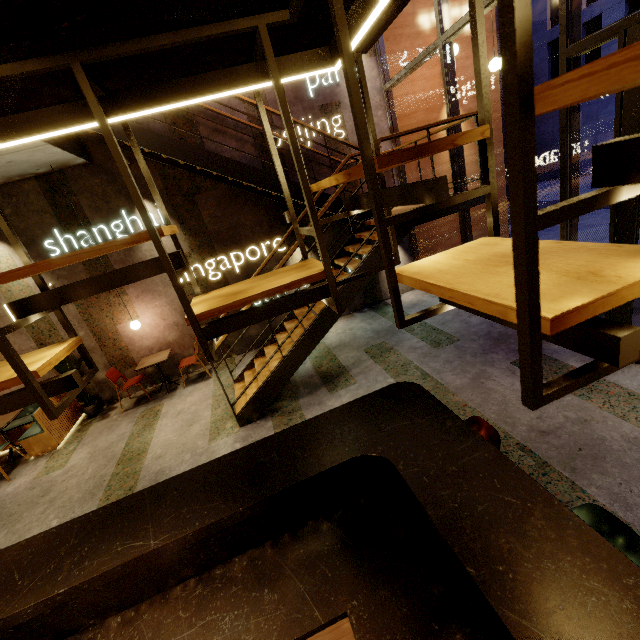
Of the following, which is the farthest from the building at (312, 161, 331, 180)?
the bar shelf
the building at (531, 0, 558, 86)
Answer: the building at (531, 0, 558, 86)

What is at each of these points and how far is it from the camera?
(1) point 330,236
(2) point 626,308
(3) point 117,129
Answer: (1) building, 7.5 meters
(2) door, 3.9 meters
(3) stairs, 4.8 meters

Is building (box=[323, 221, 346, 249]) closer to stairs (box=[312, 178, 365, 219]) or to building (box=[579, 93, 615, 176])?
stairs (box=[312, 178, 365, 219])

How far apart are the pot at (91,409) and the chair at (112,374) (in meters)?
0.55

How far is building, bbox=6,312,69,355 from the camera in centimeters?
636cm

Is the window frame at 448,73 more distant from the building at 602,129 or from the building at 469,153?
the building at 602,129

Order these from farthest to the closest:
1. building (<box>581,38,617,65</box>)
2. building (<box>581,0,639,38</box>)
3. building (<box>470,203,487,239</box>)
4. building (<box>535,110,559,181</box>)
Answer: building (<box>535,110,559,181</box>) < building (<box>581,38,617,65</box>) < building (<box>581,0,639,38</box>) < building (<box>470,203,487,239</box>)

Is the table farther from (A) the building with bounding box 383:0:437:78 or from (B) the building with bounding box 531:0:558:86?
(B) the building with bounding box 531:0:558:86
